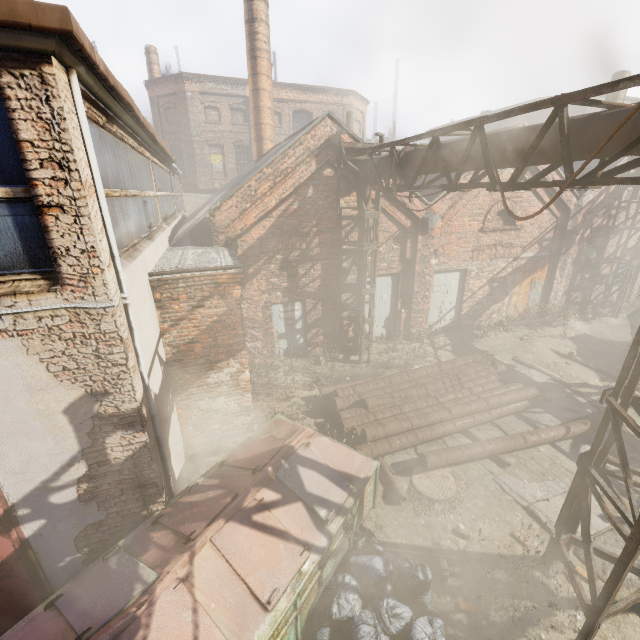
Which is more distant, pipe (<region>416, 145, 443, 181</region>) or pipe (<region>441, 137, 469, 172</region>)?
pipe (<region>416, 145, 443, 181</region>)

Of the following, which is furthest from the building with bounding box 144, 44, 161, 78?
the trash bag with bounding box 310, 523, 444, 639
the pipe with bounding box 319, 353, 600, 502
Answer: the trash bag with bounding box 310, 523, 444, 639

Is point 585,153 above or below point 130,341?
above

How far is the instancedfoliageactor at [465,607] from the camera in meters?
4.5 m

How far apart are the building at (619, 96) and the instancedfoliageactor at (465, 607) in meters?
18.6

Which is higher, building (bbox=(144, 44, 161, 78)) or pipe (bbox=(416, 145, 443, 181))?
building (bbox=(144, 44, 161, 78))

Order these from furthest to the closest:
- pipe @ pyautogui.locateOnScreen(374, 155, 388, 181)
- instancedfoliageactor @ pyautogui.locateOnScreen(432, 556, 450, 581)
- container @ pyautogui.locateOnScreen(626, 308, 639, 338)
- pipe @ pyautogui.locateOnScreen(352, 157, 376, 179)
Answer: container @ pyautogui.locateOnScreen(626, 308, 639, 338) → pipe @ pyautogui.locateOnScreen(352, 157, 376, 179) → pipe @ pyautogui.locateOnScreen(374, 155, 388, 181) → instancedfoliageactor @ pyautogui.locateOnScreen(432, 556, 450, 581)

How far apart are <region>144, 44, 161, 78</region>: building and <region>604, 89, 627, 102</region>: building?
30.2m
